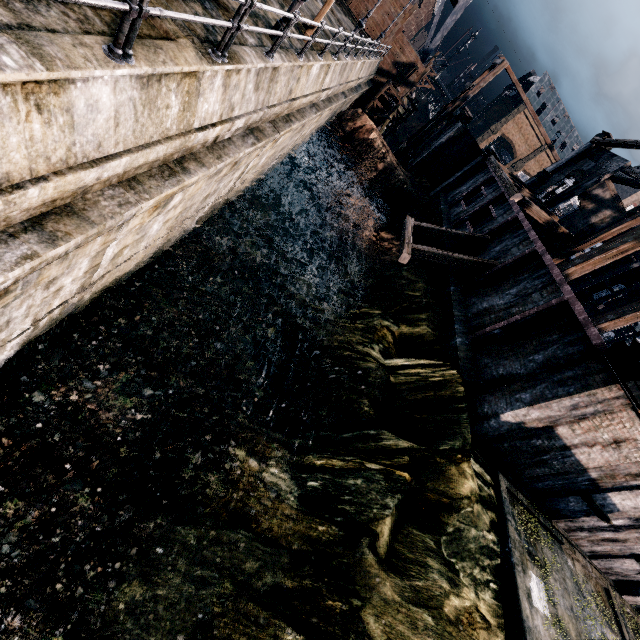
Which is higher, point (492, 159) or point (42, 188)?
point (492, 159)

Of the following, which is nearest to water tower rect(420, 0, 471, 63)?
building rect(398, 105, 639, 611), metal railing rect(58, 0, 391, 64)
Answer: building rect(398, 105, 639, 611)

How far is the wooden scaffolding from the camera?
30.19m

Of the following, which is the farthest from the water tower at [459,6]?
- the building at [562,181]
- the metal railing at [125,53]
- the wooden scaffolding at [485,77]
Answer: the metal railing at [125,53]

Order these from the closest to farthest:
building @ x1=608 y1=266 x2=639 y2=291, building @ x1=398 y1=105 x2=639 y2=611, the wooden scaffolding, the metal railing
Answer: the metal railing → building @ x1=398 y1=105 x2=639 y2=611 → the wooden scaffolding → building @ x1=608 y1=266 x2=639 y2=291

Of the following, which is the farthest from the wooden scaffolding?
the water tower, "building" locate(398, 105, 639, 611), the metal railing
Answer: the metal railing

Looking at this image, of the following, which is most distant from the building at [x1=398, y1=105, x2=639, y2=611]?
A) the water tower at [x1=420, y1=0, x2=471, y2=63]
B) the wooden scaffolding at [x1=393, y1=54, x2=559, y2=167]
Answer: the water tower at [x1=420, y1=0, x2=471, y2=63]

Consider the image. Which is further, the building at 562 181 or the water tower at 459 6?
the water tower at 459 6
